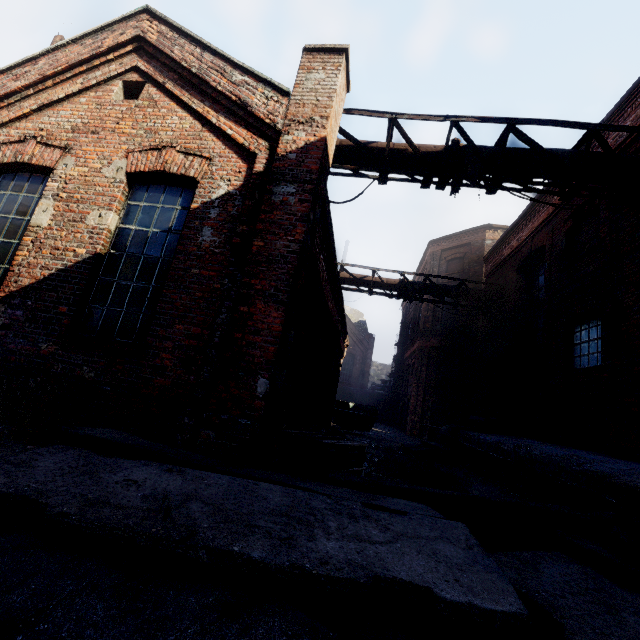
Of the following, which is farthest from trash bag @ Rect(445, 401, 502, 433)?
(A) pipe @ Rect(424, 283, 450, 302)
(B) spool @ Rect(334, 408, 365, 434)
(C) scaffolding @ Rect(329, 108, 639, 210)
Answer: (C) scaffolding @ Rect(329, 108, 639, 210)

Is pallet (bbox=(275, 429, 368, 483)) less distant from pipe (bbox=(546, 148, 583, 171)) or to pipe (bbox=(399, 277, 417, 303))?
pipe (bbox=(546, 148, 583, 171))

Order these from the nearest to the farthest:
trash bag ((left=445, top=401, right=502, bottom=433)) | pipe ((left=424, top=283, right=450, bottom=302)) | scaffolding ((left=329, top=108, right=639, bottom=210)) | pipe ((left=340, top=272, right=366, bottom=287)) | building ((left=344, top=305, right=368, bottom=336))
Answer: scaffolding ((left=329, top=108, right=639, bottom=210))
trash bag ((left=445, top=401, right=502, bottom=433))
pipe ((left=424, top=283, right=450, bottom=302))
pipe ((left=340, top=272, right=366, bottom=287))
building ((left=344, top=305, right=368, bottom=336))

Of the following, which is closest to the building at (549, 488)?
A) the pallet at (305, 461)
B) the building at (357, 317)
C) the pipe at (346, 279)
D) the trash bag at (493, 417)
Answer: the trash bag at (493, 417)

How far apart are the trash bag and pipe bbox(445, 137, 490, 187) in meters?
7.1 m

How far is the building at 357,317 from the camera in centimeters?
3834cm

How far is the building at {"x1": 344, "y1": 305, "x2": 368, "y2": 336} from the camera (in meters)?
38.34

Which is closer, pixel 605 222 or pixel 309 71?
pixel 309 71
